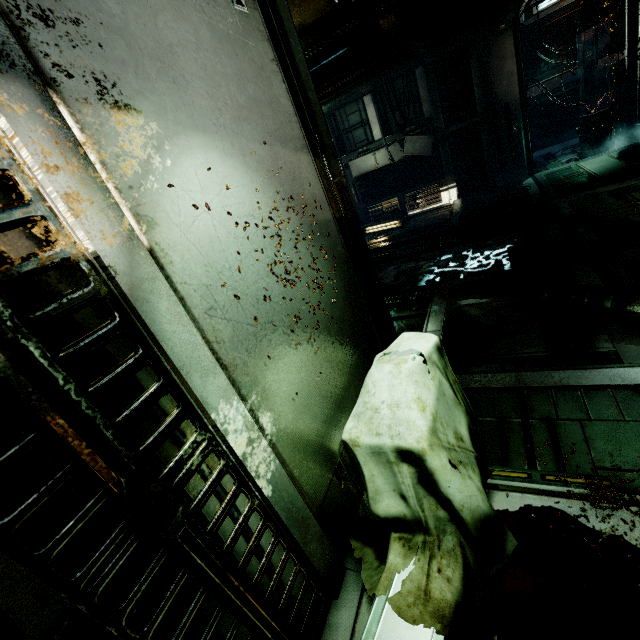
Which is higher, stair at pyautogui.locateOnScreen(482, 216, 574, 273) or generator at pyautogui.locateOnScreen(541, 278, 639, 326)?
generator at pyautogui.locateOnScreen(541, 278, 639, 326)

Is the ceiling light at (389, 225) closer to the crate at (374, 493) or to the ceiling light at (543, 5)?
the ceiling light at (543, 5)

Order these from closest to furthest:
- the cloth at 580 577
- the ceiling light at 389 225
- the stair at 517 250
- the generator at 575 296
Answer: the cloth at 580 577 < the generator at 575 296 < the stair at 517 250 < the ceiling light at 389 225

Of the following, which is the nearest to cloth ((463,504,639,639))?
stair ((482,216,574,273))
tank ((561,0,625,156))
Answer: stair ((482,216,574,273))

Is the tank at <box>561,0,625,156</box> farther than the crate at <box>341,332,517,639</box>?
Yes

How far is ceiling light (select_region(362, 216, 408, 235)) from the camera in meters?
11.0 m

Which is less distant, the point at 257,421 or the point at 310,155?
the point at 257,421

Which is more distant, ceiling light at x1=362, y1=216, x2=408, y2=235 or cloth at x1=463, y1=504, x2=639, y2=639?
ceiling light at x1=362, y1=216, x2=408, y2=235
